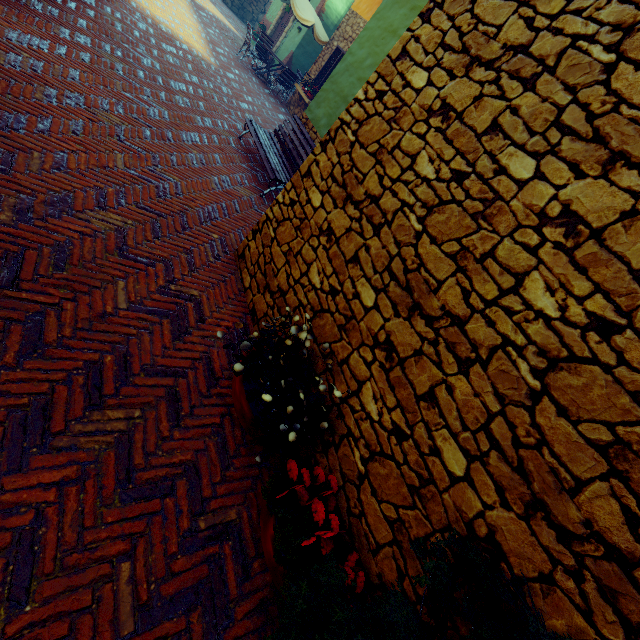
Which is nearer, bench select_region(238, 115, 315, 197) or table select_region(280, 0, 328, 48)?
bench select_region(238, 115, 315, 197)

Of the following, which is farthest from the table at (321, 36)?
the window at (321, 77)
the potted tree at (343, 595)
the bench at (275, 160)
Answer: the potted tree at (343, 595)

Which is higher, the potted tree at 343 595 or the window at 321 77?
the window at 321 77

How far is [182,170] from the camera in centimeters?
445cm

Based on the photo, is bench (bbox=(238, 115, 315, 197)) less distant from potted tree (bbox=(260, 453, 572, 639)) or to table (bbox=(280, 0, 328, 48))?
potted tree (bbox=(260, 453, 572, 639))

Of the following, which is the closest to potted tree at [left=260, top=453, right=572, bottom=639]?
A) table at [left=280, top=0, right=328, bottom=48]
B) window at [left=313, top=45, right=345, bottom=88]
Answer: window at [left=313, top=45, right=345, bottom=88]

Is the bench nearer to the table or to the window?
the window

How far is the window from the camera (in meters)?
10.78
